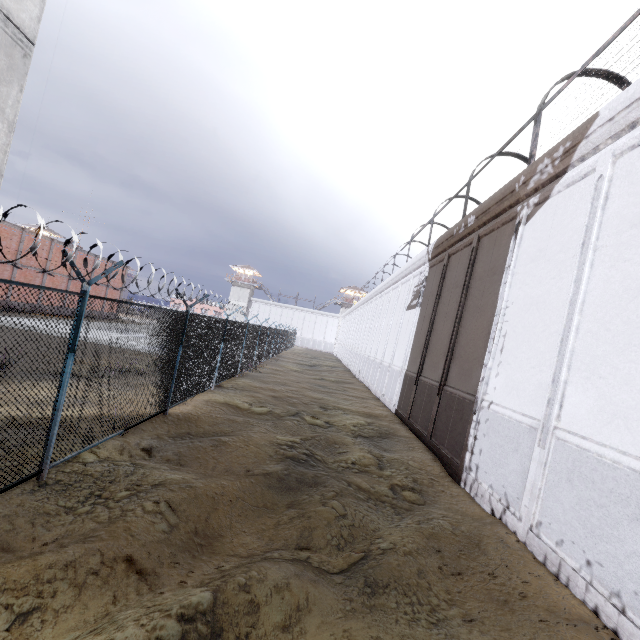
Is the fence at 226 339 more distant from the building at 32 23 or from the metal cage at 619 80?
the metal cage at 619 80

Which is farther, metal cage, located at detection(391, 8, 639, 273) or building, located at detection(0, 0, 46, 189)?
metal cage, located at detection(391, 8, 639, 273)

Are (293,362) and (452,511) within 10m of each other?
no

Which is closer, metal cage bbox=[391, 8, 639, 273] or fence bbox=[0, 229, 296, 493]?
fence bbox=[0, 229, 296, 493]

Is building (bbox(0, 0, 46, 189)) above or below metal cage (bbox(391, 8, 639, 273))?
below

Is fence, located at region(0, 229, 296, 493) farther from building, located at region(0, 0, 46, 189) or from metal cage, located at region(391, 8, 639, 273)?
metal cage, located at region(391, 8, 639, 273)

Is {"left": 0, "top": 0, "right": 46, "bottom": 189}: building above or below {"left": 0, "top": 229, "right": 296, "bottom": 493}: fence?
above

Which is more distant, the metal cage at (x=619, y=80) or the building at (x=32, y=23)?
the metal cage at (x=619, y=80)
